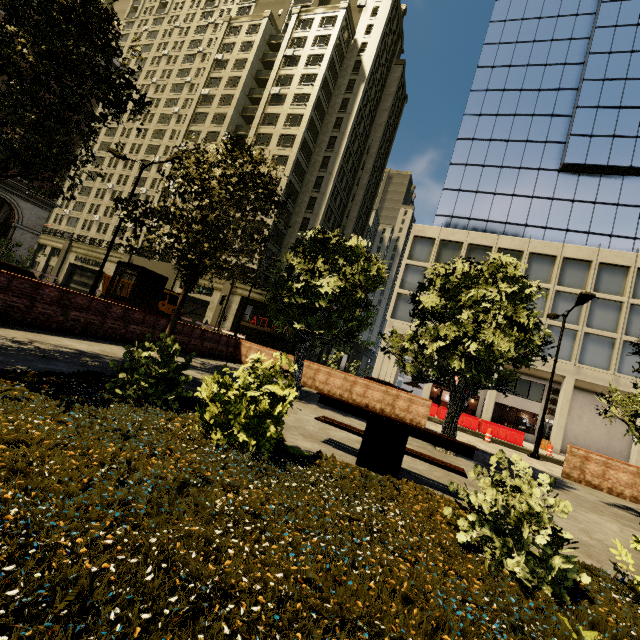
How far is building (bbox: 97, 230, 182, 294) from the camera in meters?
37.8

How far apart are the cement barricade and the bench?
19.01m

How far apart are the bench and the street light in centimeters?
1340cm

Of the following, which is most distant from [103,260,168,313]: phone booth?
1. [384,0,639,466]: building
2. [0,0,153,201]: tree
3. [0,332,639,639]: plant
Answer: [384,0,639,466]: building

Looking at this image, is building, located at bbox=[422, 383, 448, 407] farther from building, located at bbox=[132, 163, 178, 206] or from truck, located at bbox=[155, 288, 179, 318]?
truck, located at bbox=[155, 288, 179, 318]

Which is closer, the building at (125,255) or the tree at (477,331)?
the tree at (477,331)

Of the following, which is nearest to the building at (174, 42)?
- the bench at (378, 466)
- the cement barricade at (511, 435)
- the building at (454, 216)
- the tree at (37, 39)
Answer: the tree at (37, 39)

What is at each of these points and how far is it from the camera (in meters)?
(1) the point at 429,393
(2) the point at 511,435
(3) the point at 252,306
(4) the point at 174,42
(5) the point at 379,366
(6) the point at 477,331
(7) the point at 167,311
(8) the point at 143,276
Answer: (1) building, 28.16
(2) cement barricade, 21.58
(3) building, 35.03
(4) building, 58.38
(5) building, 29.98
(6) tree, 8.64
(7) truck, 27.83
(8) phone booth, 11.44
